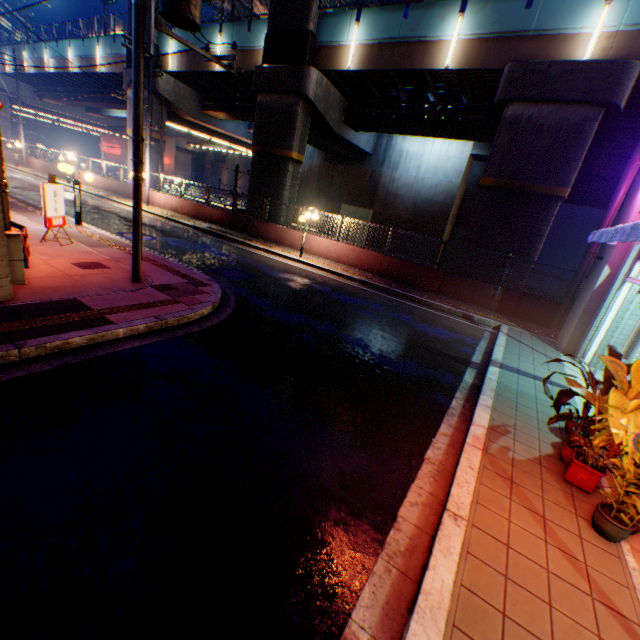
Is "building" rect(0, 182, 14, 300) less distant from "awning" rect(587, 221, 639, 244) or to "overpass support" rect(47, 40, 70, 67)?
"awning" rect(587, 221, 639, 244)

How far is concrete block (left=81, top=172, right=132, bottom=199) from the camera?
24.98m

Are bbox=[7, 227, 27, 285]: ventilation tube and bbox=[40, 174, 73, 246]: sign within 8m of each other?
yes

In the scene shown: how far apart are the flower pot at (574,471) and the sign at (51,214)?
12.65m

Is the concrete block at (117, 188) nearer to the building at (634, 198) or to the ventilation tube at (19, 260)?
the building at (634, 198)

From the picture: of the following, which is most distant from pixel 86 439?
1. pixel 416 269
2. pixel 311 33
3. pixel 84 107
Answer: pixel 84 107

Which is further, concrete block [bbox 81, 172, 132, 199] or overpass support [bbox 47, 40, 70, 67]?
overpass support [bbox 47, 40, 70, 67]
